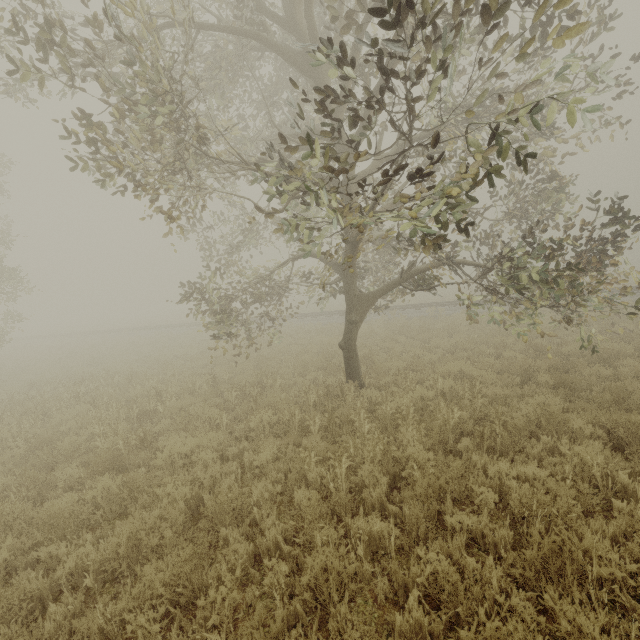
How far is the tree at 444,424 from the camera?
5.2m

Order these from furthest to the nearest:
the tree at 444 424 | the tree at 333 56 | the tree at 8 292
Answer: the tree at 8 292 < the tree at 444 424 < the tree at 333 56

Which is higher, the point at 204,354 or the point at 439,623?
the point at 204,354

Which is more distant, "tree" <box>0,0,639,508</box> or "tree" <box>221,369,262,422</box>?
"tree" <box>221,369,262,422</box>

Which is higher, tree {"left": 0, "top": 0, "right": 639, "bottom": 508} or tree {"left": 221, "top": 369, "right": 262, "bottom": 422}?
tree {"left": 0, "top": 0, "right": 639, "bottom": 508}

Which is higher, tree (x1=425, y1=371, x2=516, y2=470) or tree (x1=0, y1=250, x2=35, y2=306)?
tree (x1=0, y1=250, x2=35, y2=306)
